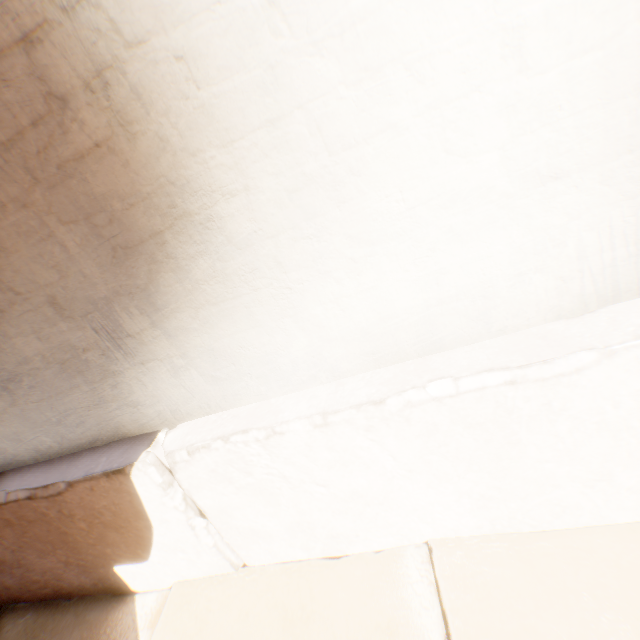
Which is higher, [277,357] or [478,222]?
[478,222]
